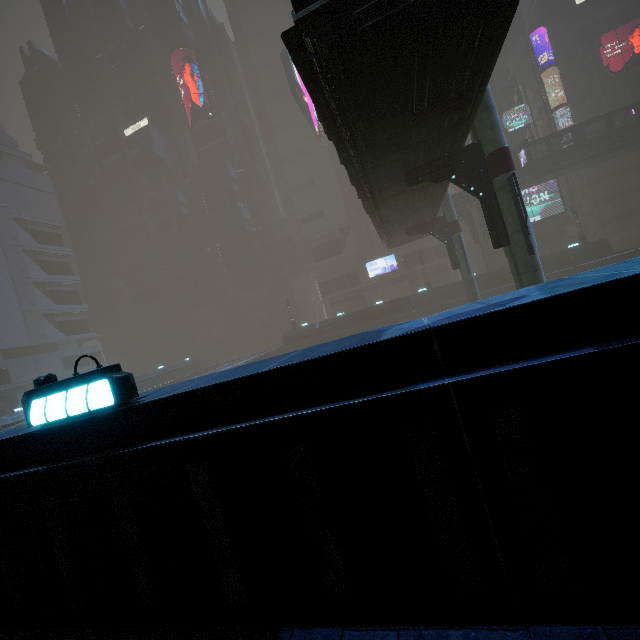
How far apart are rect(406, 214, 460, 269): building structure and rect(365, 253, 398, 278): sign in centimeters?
A: 2738cm

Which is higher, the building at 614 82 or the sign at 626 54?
the sign at 626 54

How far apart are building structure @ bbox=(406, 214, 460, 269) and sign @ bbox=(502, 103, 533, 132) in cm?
2874

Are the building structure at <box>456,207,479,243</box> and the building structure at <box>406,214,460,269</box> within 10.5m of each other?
no

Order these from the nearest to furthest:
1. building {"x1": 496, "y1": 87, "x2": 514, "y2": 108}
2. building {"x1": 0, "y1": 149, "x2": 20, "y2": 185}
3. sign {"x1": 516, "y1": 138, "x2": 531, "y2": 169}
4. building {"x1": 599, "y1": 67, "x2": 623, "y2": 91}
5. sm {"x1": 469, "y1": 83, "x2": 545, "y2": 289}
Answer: sm {"x1": 469, "y1": 83, "x2": 545, "y2": 289}, sign {"x1": 516, "y1": 138, "x2": 531, "y2": 169}, building {"x1": 599, "y1": 67, "x2": 623, "y2": 91}, building {"x1": 496, "y1": 87, "x2": 514, "y2": 108}, building {"x1": 0, "y1": 149, "x2": 20, "y2": 185}

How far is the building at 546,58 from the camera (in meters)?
45.34

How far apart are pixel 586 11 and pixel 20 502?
72.3m

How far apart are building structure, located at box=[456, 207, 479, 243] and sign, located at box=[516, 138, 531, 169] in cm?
663
